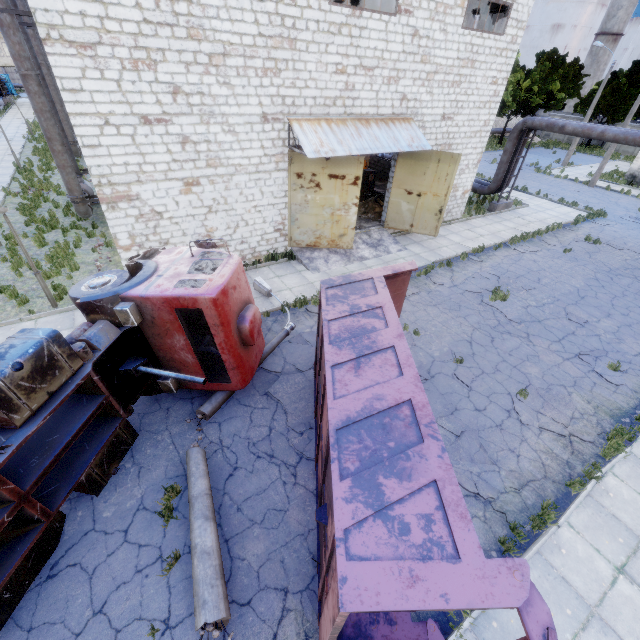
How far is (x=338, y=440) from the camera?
4.1m

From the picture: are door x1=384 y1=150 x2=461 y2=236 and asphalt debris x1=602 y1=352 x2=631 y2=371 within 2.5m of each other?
no

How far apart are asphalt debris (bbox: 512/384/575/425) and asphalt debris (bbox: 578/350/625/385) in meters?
1.7 m

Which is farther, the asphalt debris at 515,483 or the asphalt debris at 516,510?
the asphalt debris at 515,483

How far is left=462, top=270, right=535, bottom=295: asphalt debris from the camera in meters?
13.2

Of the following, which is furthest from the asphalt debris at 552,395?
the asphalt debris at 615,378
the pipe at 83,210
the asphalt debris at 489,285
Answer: the pipe at 83,210

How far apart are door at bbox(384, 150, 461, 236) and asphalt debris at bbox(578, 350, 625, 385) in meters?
8.3 m

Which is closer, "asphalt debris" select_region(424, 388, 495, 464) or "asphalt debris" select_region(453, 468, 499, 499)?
→ "asphalt debris" select_region(453, 468, 499, 499)
